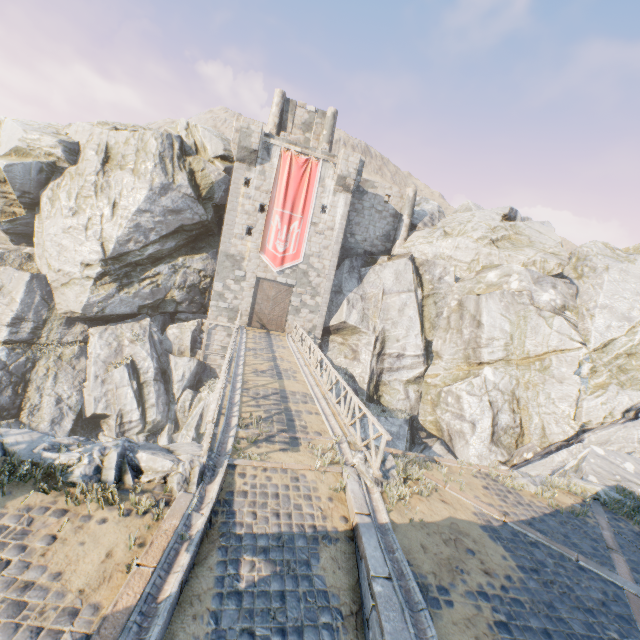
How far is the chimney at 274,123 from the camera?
27.4 meters

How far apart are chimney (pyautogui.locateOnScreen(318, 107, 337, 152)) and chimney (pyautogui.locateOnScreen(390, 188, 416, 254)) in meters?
7.3 m

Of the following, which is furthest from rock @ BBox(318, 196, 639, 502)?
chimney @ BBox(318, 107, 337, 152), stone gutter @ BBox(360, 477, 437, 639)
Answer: chimney @ BBox(318, 107, 337, 152)

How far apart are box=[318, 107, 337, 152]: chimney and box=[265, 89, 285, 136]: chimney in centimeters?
319cm

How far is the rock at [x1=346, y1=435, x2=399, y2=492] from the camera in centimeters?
809cm

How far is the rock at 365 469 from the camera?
8.1m

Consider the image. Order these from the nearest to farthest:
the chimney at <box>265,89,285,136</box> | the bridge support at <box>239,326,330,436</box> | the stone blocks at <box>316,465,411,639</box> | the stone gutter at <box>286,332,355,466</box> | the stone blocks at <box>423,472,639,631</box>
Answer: the stone blocks at <box>316,465,411,639</box> < the stone blocks at <box>423,472,639,631</box> < the stone gutter at <box>286,332,355,466</box> < the bridge support at <box>239,326,330,436</box> < the chimney at <box>265,89,285,136</box>

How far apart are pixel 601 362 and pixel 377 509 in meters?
18.5 m
